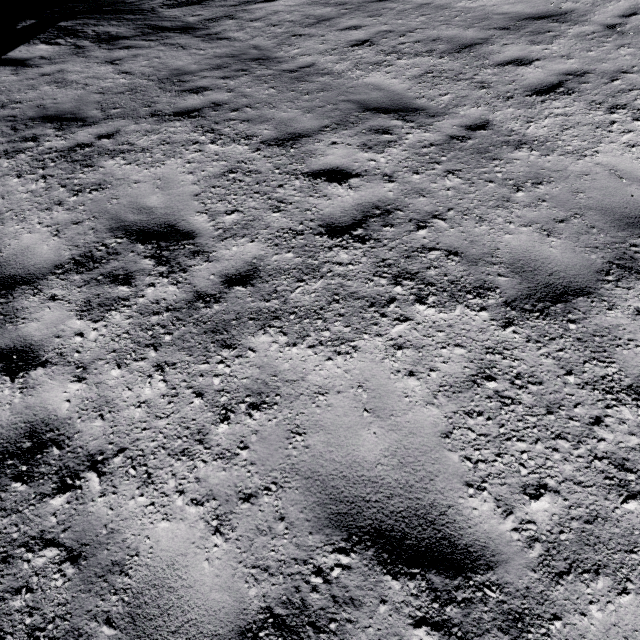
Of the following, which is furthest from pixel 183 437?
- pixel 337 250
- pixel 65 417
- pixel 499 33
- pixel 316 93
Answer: pixel 499 33
